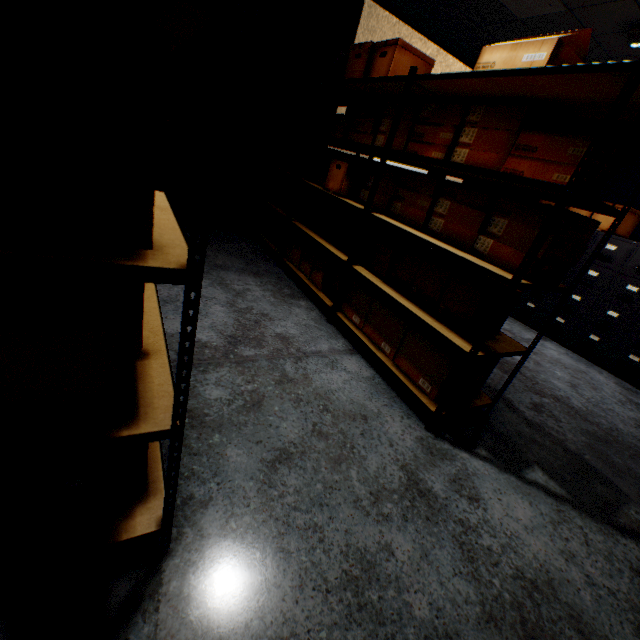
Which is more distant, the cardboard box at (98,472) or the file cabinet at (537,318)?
the file cabinet at (537,318)

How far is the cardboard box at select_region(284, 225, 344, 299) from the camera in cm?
292

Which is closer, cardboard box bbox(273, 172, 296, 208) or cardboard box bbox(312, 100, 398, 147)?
cardboard box bbox(312, 100, 398, 147)

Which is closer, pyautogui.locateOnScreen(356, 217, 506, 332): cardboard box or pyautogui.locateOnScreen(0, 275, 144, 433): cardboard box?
pyautogui.locateOnScreen(0, 275, 144, 433): cardboard box

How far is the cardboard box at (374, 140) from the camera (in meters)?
2.55

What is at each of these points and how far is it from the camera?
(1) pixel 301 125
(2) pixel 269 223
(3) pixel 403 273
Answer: (1) cardboard box, 3.6m
(2) cardboard box, 4.2m
(3) cardboard box, 2.3m

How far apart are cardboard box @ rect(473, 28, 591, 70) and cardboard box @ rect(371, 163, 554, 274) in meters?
0.5 m

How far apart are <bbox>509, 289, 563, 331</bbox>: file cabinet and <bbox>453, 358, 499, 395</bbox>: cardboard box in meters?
2.5
